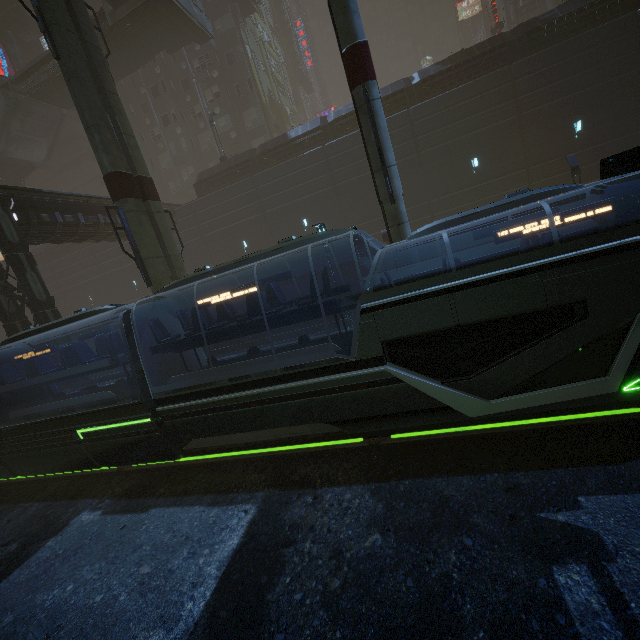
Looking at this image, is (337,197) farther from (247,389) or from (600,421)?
(600,421)

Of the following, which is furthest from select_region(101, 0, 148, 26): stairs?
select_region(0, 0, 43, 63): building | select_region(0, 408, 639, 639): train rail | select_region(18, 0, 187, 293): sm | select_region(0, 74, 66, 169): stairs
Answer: select_region(0, 408, 639, 639): train rail

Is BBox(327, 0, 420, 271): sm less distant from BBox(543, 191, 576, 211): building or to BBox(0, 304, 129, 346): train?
BBox(543, 191, 576, 211): building

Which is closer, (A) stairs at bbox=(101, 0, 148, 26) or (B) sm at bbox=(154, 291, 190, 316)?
(B) sm at bbox=(154, 291, 190, 316)

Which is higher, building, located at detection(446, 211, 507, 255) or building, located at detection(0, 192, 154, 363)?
building, located at detection(0, 192, 154, 363)

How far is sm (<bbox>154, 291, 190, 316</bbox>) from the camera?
14.0m

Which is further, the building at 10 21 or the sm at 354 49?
the building at 10 21

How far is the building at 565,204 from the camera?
19.9 meters
